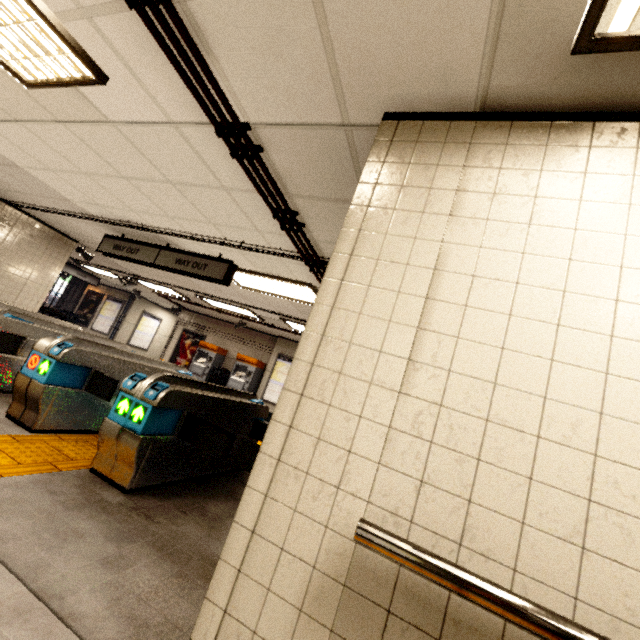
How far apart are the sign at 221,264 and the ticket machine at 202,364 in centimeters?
623cm

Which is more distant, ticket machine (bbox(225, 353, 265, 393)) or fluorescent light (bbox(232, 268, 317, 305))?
ticket machine (bbox(225, 353, 265, 393))

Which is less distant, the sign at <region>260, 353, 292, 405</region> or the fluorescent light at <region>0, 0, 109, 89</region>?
the fluorescent light at <region>0, 0, 109, 89</region>

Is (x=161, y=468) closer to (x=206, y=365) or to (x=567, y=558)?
(x=567, y=558)

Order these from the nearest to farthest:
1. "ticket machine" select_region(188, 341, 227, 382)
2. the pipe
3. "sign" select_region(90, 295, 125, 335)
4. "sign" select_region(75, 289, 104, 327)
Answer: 1. the pipe
2. "ticket machine" select_region(188, 341, 227, 382)
3. "sign" select_region(90, 295, 125, 335)
4. "sign" select_region(75, 289, 104, 327)

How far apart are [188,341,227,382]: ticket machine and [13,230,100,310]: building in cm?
518

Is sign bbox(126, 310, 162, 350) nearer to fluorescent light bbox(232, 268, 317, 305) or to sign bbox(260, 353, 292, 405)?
sign bbox(260, 353, 292, 405)

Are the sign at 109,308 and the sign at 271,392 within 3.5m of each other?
no
